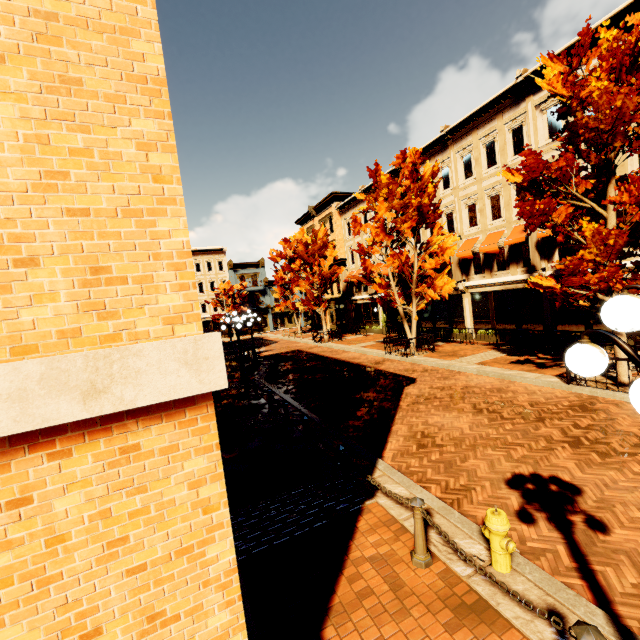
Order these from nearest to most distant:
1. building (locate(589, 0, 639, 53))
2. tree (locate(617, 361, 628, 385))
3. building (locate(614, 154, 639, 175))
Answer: tree (locate(617, 361, 628, 385))
building (locate(589, 0, 639, 53))
building (locate(614, 154, 639, 175))

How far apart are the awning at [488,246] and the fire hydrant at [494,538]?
16.84m

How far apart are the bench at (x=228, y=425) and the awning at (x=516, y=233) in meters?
16.1 m

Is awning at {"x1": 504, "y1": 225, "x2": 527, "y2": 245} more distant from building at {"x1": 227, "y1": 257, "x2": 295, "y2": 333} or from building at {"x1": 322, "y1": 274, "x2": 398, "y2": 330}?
building at {"x1": 227, "y1": 257, "x2": 295, "y2": 333}

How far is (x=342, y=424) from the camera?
9.7m

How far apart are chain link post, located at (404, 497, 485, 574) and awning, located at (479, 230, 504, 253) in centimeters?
1707cm

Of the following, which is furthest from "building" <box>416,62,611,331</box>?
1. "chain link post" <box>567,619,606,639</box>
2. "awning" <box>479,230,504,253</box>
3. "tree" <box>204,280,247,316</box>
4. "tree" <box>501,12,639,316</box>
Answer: "chain link post" <box>567,619,606,639</box>

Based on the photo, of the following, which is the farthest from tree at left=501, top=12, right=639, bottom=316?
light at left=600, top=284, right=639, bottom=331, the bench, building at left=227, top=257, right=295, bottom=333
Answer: building at left=227, top=257, right=295, bottom=333
